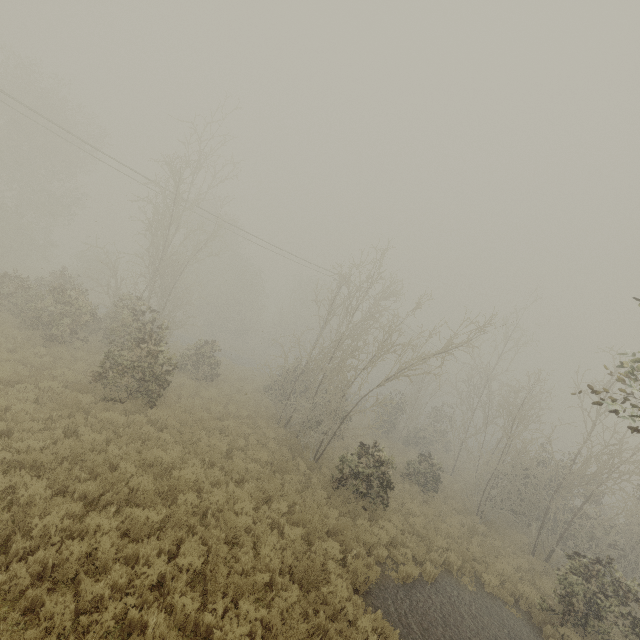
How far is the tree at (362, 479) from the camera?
12.5 meters

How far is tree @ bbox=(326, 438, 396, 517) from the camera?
12.5 meters

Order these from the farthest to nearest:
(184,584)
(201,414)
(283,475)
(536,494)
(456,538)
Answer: (536,494) → (201,414) → (456,538) → (283,475) → (184,584)
